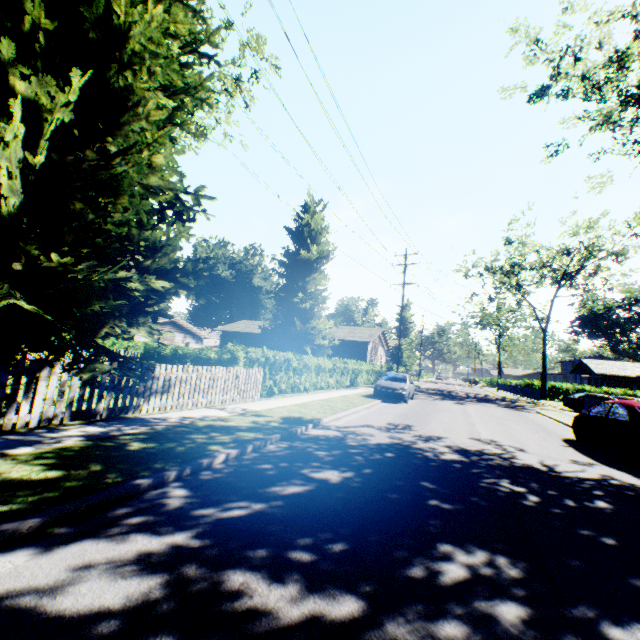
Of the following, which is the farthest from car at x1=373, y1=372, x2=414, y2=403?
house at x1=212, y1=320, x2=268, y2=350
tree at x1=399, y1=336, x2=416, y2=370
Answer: tree at x1=399, y1=336, x2=416, y2=370

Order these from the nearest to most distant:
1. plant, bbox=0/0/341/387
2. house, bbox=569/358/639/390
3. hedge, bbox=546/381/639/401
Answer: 1. plant, bbox=0/0/341/387
2. hedge, bbox=546/381/639/401
3. house, bbox=569/358/639/390

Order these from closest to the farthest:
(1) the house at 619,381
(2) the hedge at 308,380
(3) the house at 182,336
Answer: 1. (2) the hedge at 308,380
2. (3) the house at 182,336
3. (1) the house at 619,381

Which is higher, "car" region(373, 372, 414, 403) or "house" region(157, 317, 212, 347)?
"house" region(157, 317, 212, 347)

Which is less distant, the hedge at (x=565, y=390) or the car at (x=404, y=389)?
the car at (x=404, y=389)

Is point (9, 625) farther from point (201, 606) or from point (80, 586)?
point (201, 606)

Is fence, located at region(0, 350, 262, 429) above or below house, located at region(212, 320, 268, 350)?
below

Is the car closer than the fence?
No
